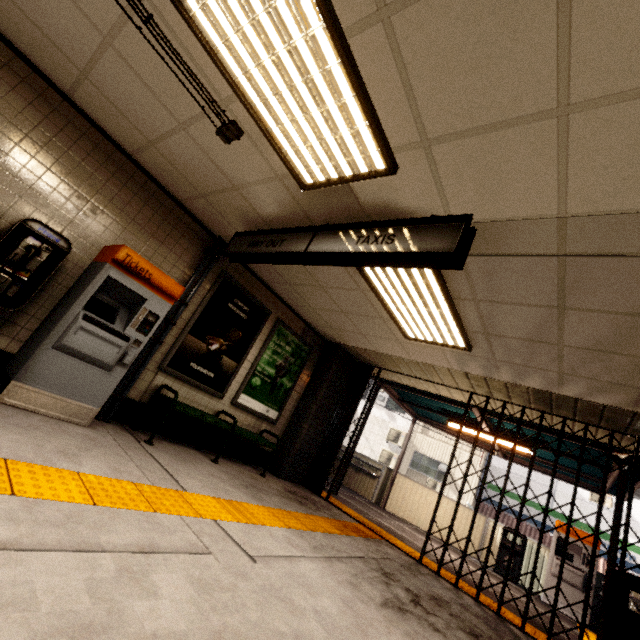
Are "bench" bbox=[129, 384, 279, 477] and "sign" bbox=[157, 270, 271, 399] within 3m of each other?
yes

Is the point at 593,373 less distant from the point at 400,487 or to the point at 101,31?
the point at 101,31

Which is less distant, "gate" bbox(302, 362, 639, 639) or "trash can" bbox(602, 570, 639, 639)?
"trash can" bbox(602, 570, 639, 639)

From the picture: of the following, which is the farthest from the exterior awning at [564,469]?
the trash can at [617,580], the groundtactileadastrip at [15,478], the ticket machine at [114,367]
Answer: the ticket machine at [114,367]

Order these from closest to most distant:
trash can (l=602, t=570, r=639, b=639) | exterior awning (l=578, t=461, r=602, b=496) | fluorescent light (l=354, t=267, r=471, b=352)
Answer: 1. trash can (l=602, t=570, r=639, b=639)
2. fluorescent light (l=354, t=267, r=471, b=352)
3. exterior awning (l=578, t=461, r=602, b=496)

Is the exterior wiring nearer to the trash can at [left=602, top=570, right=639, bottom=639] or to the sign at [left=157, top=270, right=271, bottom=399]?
the sign at [left=157, top=270, right=271, bottom=399]

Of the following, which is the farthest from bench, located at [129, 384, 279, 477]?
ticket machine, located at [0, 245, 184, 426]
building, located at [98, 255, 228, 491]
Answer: ticket machine, located at [0, 245, 184, 426]

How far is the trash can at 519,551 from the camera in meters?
8.3 m
